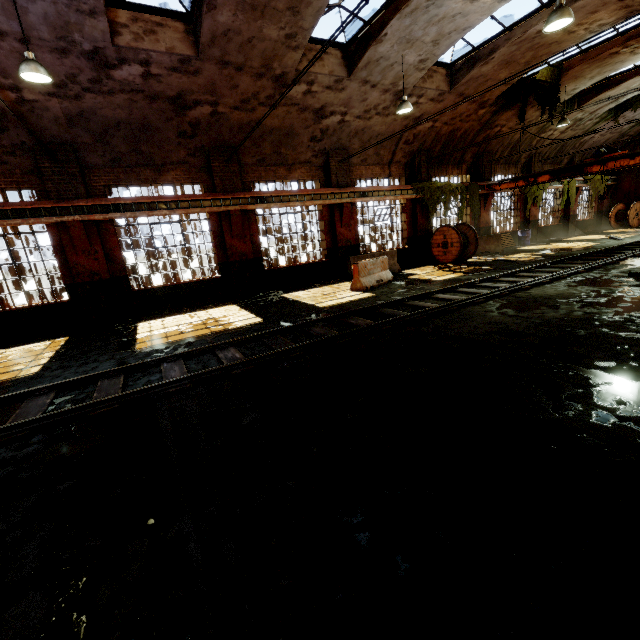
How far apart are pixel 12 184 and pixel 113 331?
5.3 meters

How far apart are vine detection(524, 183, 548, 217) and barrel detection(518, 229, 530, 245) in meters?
0.7 m

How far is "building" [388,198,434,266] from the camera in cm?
1666

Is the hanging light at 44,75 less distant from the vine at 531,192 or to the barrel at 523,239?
the vine at 531,192

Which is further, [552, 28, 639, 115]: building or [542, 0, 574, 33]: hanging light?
[552, 28, 639, 115]: building

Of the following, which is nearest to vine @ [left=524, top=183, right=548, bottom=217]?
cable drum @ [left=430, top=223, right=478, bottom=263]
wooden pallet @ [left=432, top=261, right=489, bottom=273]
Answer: cable drum @ [left=430, top=223, right=478, bottom=263]

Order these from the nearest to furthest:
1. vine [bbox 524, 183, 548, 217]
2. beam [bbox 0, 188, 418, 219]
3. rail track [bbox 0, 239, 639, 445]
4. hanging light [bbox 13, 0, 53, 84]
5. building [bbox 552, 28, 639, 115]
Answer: rail track [bbox 0, 239, 639, 445] → hanging light [bbox 13, 0, 53, 84] → beam [bbox 0, 188, 418, 219] → building [bbox 552, 28, 639, 115] → vine [bbox 524, 183, 548, 217]

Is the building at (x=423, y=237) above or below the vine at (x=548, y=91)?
below
